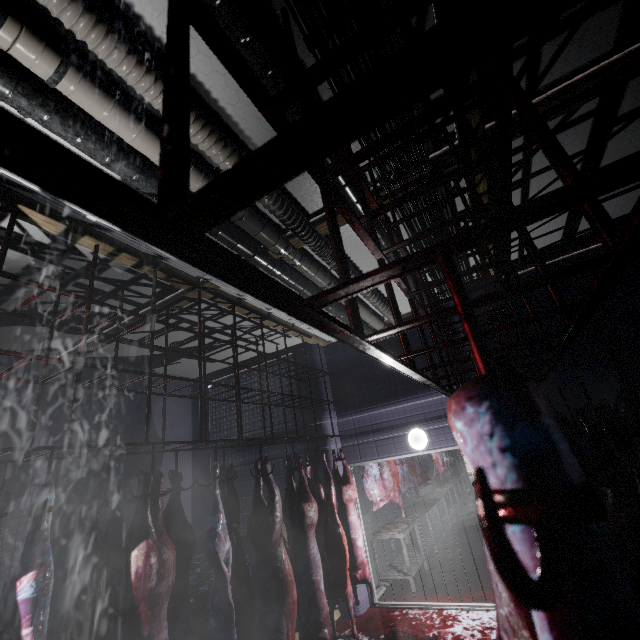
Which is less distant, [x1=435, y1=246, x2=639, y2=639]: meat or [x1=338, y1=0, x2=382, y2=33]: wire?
[x1=435, y1=246, x2=639, y2=639]: meat

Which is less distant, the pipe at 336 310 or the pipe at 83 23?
the pipe at 83 23

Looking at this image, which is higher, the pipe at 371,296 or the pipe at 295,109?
the pipe at 371,296

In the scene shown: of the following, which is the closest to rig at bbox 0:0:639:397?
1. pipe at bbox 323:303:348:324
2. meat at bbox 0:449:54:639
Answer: pipe at bbox 323:303:348:324

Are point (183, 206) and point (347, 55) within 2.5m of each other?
yes

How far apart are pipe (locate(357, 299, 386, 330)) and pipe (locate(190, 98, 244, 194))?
0.1m

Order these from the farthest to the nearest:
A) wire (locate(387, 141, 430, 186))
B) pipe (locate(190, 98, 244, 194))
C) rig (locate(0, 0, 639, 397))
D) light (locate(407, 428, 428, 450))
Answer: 1. light (locate(407, 428, 428, 450))
2. wire (locate(387, 141, 430, 186))
3. pipe (locate(190, 98, 244, 194))
4. rig (locate(0, 0, 639, 397))

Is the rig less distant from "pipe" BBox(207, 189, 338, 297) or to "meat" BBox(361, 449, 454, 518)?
"pipe" BBox(207, 189, 338, 297)
